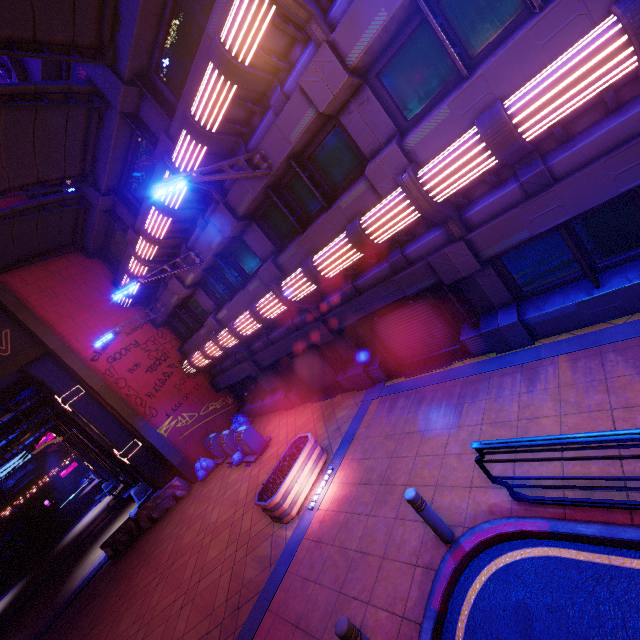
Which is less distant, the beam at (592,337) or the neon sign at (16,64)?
the beam at (592,337)

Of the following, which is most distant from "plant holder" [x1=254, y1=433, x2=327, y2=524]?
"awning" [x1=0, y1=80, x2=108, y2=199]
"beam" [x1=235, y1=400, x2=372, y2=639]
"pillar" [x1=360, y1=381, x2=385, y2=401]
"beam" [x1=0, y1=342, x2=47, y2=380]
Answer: "beam" [x1=0, y1=342, x2=47, y2=380]

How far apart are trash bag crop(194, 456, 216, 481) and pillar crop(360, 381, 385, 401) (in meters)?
8.62

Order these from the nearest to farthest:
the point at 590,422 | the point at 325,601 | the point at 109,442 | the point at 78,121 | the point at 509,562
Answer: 1. the point at 509,562
2. the point at 590,422
3. the point at 325,601
4. the point at 78,121
5. the point at 109,442

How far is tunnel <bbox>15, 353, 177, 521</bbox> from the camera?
15.3 meters

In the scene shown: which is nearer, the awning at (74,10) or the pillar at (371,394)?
the awning at (74,10)

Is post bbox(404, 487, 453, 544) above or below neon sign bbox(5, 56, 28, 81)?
below

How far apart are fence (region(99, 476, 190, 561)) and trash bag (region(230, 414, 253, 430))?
2.75m
